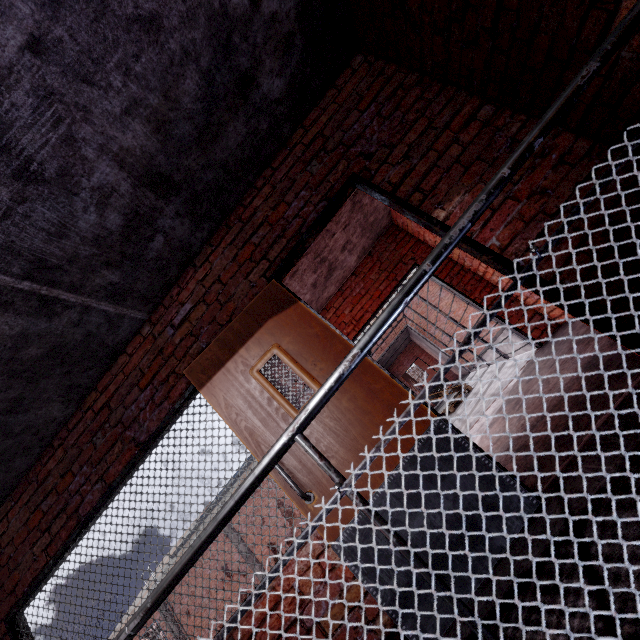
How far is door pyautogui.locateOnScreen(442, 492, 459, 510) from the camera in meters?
1.8 m

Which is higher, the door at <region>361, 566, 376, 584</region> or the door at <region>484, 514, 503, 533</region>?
the door at <region>361, 566, 376, 584</region>

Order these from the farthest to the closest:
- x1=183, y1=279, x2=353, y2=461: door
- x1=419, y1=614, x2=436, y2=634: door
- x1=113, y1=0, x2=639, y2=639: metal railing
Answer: x1=183, y1=279, x2=353, y2=461: door < x1=419, y1=614, x2=436, y2=634: door < x1=113, y1=0, x2=639, y2=639: metal railing

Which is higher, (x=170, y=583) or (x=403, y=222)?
(x=403, y=222)

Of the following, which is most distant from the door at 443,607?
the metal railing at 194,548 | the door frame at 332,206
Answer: the metal railing at 194,548
